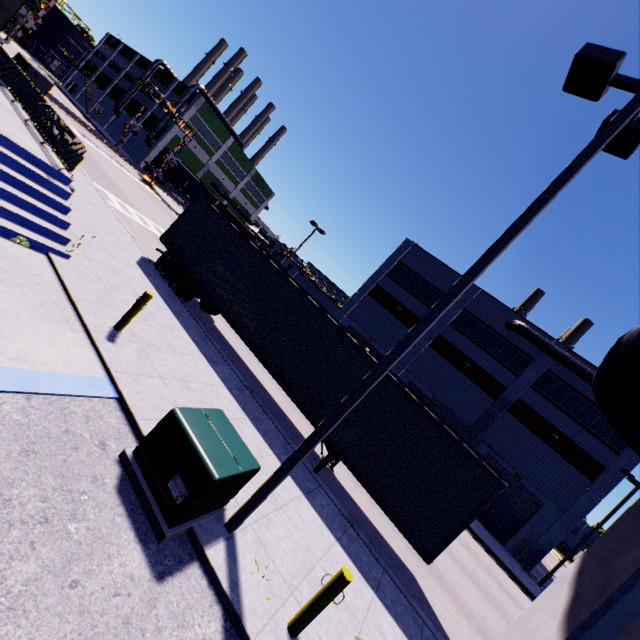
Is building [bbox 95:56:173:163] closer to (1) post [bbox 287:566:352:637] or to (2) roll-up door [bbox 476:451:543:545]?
(2) roll-up door [bbox 476:451:543:545]

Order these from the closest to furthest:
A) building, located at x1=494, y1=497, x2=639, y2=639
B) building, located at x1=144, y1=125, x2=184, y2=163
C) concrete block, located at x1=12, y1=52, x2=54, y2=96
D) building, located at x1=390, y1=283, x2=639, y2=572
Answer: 1. building, located at x1=494, y1=497, x2=639, y2=639
2. concrete block, located at x1=12, y1=52, x2=54, y2=96
3. building, located at x1=390, y1=283, x2=639, y2=572
4. building, located at x1=144, y1=125, x2=184, y2=163

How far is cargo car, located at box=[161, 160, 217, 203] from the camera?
49.9m

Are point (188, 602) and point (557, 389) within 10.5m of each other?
no

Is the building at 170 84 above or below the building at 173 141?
above

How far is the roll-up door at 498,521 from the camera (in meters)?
24.20

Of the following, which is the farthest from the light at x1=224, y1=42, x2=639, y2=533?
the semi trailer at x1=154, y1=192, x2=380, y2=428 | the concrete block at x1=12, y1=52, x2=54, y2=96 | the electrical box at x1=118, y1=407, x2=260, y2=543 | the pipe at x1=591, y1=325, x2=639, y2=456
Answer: the concrete block at x1=12, y1=52, x2=54, y2=96

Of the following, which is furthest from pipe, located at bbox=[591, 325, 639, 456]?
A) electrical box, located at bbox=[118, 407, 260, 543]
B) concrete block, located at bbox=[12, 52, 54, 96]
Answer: concrete block, located at bbox=[12, 52, 54, 96]
